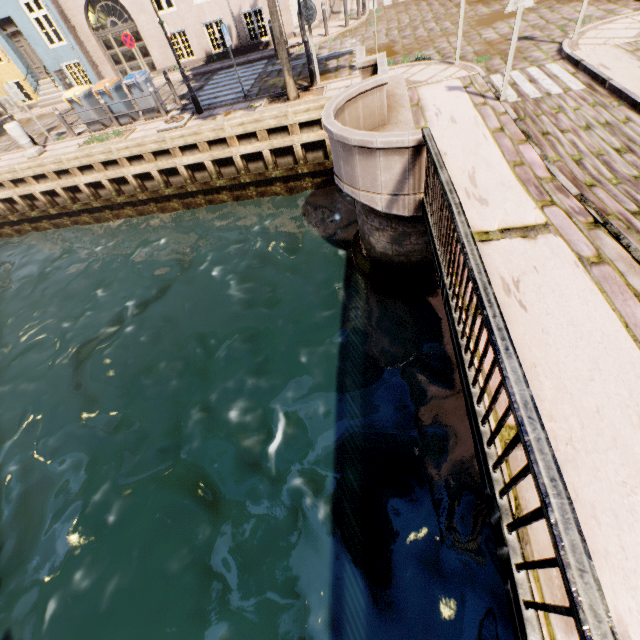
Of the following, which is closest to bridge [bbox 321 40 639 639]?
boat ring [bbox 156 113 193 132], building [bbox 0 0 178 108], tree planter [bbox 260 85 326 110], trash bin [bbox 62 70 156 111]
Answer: tree planter [bbox 260 85 326 110]

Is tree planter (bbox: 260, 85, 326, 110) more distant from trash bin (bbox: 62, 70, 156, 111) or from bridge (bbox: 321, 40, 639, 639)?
trash bin (bbox: 62, 70, 156, 111)

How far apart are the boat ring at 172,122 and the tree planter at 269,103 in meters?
2.6 m

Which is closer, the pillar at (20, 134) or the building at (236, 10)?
the pillar at (20, 134)

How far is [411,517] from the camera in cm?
462

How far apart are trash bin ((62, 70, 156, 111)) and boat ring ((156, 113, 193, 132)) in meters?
2.2 m

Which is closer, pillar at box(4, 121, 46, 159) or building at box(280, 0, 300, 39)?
pillar at box(4, 121, 46, 159)

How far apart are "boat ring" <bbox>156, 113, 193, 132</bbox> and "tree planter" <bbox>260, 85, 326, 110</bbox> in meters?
2.6 m
